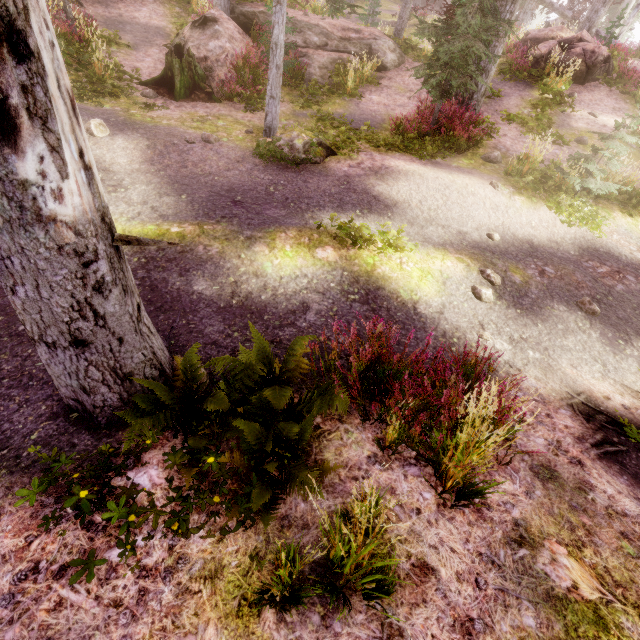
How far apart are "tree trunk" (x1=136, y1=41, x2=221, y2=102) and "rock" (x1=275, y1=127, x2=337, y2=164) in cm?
352

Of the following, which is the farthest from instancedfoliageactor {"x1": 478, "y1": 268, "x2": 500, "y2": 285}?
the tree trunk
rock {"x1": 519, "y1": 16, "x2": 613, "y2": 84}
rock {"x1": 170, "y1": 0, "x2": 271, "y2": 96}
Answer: the tree trunk

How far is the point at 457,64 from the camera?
9.04m

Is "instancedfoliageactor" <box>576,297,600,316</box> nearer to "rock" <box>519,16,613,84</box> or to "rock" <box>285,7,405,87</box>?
"rock" <box>285,7,405,87</box>

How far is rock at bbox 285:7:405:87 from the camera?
12.8 meters

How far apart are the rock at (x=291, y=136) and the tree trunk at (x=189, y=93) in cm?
352

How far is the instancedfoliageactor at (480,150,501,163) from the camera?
10.1 meters

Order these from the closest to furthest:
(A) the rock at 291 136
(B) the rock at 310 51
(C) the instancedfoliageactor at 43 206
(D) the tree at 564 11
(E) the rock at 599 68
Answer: (C) the instancedfoliageactor at 43 206, (A) the rock at 291 136, (B) the rock at 310 51, (E) the rock at 599 68, (D) the tree at 564 11
